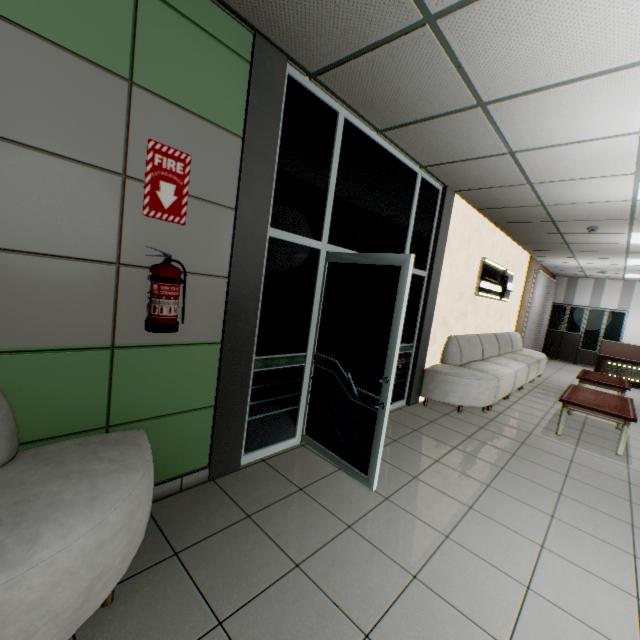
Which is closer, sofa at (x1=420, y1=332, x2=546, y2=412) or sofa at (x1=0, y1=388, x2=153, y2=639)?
sofa at (x1=0, y1=388, x2=153, y2=639)

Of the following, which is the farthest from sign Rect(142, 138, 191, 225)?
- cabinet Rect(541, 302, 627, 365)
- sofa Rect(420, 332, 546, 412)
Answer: cabinet Rect(541, 302, 627, 365)

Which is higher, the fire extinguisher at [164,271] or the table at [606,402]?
the fire extinguisher at [164,271]

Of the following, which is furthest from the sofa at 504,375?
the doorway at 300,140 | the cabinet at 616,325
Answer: the cabinet at 616,325

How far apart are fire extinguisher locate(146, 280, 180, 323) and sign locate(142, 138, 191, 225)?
0.3m

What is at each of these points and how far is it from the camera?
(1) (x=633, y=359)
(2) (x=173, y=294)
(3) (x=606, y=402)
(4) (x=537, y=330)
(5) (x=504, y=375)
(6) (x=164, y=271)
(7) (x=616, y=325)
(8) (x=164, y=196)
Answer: (1) desk, 8.9 meters
(2) fire extinguisher, 1.9 meters
(3) table, 4.7 meters
(4) blinds, 11.2 meters
(5) sofa, 5.4 meters
(6) fire extinguisher, 1.9 meters
(7) cabinet, 11.2 meters
(8) sign, 2.0 meters

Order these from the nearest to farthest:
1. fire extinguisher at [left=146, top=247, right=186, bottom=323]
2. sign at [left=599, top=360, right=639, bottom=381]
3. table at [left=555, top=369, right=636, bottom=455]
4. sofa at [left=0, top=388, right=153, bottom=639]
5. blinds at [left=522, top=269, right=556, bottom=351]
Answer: sofa at [left=0, top=388, right=153, bottom=639] → fire extinguisher at [left=146, top=247, right=186, bottom=323] → table at [left=555, top=369, right=636, bottom=455] → sign at [left=599, top=360, right=639, bottom=381] → blinds at [left=522, top=269, right=556, bottom=351]

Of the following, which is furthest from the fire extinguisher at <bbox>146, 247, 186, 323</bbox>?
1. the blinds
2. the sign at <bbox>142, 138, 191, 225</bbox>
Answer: the blinds
